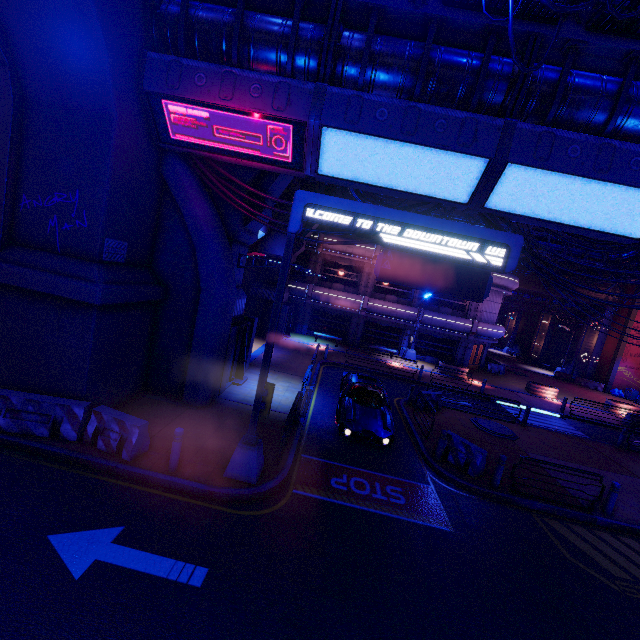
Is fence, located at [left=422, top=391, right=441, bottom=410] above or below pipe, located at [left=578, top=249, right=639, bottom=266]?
below

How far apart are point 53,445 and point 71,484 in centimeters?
145cm

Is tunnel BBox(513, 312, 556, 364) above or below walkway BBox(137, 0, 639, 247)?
below

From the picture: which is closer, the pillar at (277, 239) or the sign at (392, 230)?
the sign at (392, 230)

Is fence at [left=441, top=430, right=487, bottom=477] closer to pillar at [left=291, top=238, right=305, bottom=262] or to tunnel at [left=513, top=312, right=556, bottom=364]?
pillar at [left=291, top=238, right=305, bottom=262]

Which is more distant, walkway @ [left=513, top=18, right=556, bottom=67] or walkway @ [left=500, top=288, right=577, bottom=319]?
walkway @ [left=500, top=288, right=577, bottom=319]

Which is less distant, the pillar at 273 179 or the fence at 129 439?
the fence at 129 439

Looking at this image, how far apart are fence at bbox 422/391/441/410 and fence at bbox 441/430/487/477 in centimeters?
385cm
